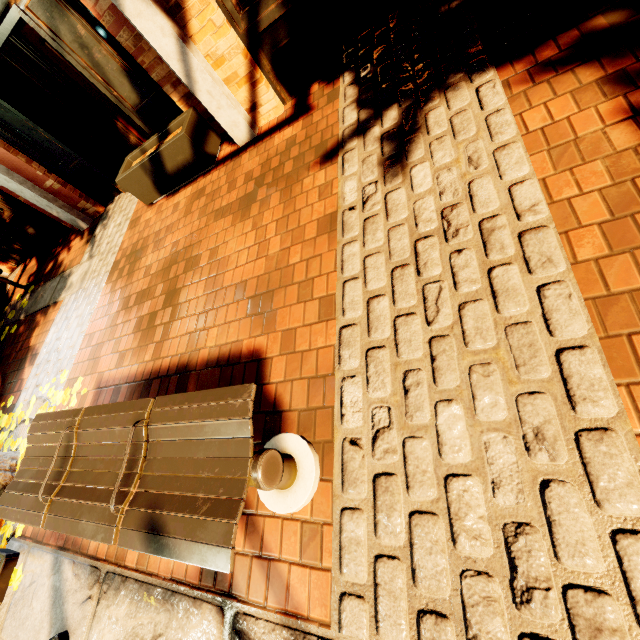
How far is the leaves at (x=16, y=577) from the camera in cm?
275

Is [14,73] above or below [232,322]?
above

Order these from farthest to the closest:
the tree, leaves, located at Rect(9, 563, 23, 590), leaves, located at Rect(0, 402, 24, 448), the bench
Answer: leaves, located at Rect(0, 402, 24, 448)
the tree
leaves, located at Rect(9, 563, 23, 590)
the bench

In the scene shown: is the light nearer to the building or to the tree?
the tree

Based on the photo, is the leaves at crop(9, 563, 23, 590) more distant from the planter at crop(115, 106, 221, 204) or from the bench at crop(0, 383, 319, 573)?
the planter at crop(115, 106, 221, 204)

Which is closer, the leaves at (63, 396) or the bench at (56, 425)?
the bench at (56, 425)

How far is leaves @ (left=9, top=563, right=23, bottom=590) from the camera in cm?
275

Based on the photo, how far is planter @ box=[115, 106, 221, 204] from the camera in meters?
3.9
